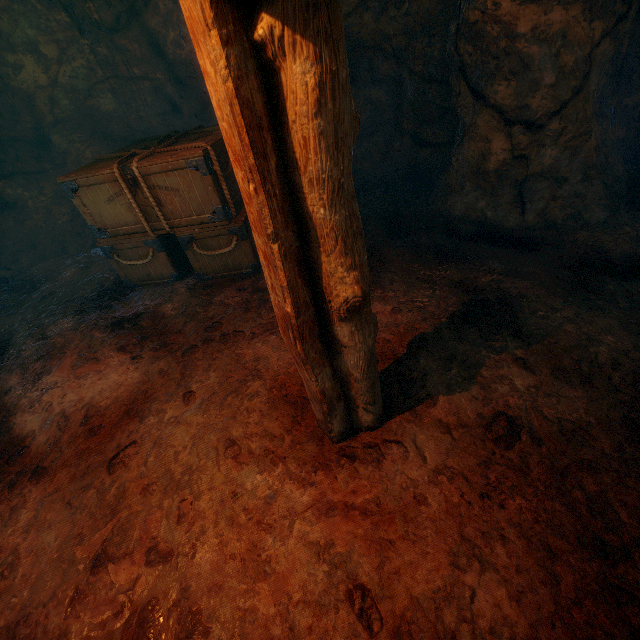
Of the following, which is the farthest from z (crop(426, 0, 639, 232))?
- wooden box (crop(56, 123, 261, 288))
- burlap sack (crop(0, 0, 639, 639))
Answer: wooden box (crop(56, 123, 261, 288))

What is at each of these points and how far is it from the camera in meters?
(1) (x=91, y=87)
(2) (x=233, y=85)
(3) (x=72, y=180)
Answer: (1) burlap sack, 6.7 m
(2) lantern, 1.0 m
(3) wooden box, 4.0 m

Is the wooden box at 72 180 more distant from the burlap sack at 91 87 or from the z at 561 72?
the z at 561 72

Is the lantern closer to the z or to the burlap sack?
the burlap sack

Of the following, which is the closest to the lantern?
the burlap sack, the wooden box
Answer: the burlap sack

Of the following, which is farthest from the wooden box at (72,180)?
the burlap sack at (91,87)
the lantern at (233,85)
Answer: the lantern at (233,85)

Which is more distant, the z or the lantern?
the z
